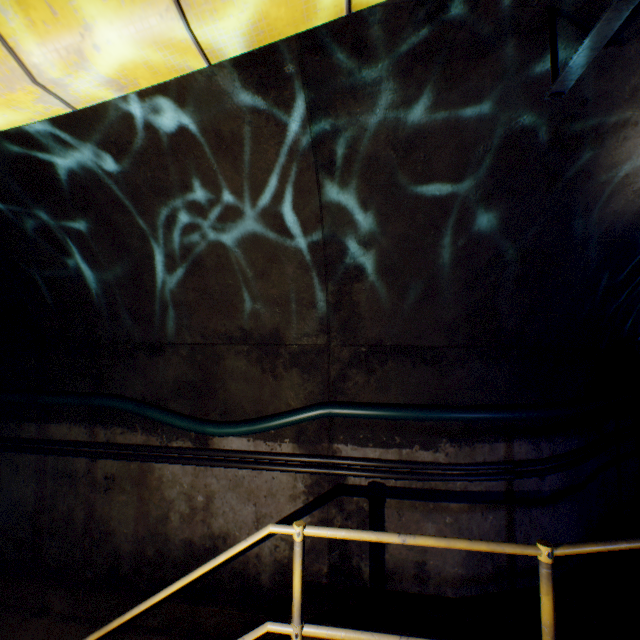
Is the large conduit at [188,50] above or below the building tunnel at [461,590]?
above

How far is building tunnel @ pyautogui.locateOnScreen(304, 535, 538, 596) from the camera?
2.9m

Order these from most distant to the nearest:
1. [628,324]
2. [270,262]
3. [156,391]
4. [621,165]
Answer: [628,324] → [156,391] → [270,262] → [621,165]

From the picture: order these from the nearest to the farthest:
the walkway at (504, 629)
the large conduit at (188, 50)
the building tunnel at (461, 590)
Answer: the large conduit at (188, 50) < the walkway at (504, 629) < the building tunnel at (461, 590)

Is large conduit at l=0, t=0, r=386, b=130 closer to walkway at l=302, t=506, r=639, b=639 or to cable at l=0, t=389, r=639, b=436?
walkway at l=302, t=506, r=639, b=639

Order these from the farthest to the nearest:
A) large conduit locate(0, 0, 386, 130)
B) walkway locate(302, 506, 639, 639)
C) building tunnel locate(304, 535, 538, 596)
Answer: building tunnel locate(304, 535, 538, 596), walkway locate(302, 506, 639, 639), large conduit locate(0, 0, 386, 130)

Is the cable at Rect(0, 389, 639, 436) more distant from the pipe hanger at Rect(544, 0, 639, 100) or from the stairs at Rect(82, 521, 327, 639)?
the pipe hanger at Rect(544, 0, 639, 100)
